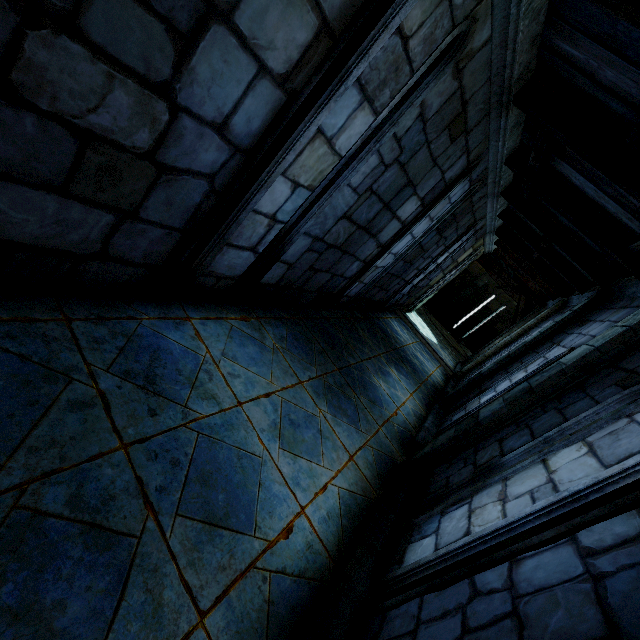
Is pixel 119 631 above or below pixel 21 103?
below
